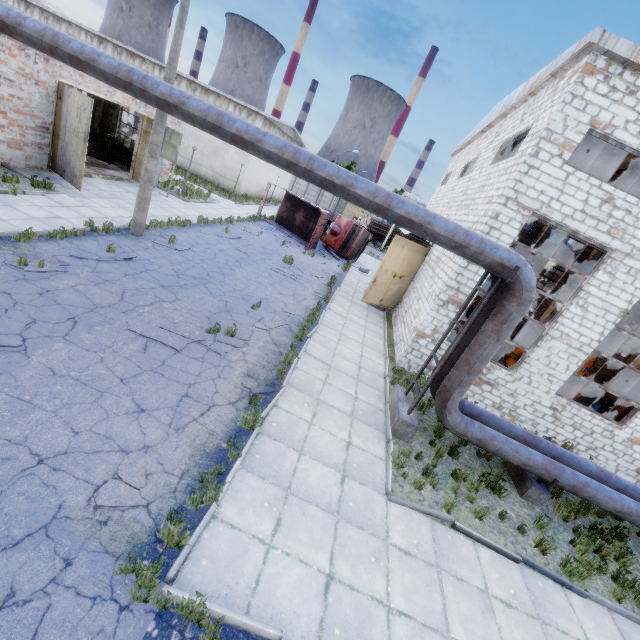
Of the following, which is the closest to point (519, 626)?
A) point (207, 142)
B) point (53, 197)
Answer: point (53, 197)

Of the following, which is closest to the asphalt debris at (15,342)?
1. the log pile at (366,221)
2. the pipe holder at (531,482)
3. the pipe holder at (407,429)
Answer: the pipe holder at (407,429)

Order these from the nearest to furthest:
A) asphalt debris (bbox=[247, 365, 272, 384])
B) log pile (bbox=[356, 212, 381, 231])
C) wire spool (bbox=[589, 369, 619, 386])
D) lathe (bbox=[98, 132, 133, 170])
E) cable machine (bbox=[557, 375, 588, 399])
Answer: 1. asphalt debris (bbox=[247, 365, 272, 384])
2. cable machine (bbox=[557, 375, 588, 399])
3. lathe (bbox=[98, 132, 133, 170])
4. wire spool (bbox=[589, 369, 619, 386])
5. log pile (bbox=[356, 212, 381, 231])

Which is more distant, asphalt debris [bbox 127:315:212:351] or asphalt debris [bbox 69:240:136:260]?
asphalt debris [bbox 69:240:136:260]

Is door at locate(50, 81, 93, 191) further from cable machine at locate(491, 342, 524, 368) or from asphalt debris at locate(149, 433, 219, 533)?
cable machine at locate(491, 342, 524, 368)

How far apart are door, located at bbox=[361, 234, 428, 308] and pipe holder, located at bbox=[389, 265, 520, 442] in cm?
771

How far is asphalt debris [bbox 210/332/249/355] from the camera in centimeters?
857cm

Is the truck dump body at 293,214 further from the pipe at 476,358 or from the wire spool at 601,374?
the wire spool at 601,374
